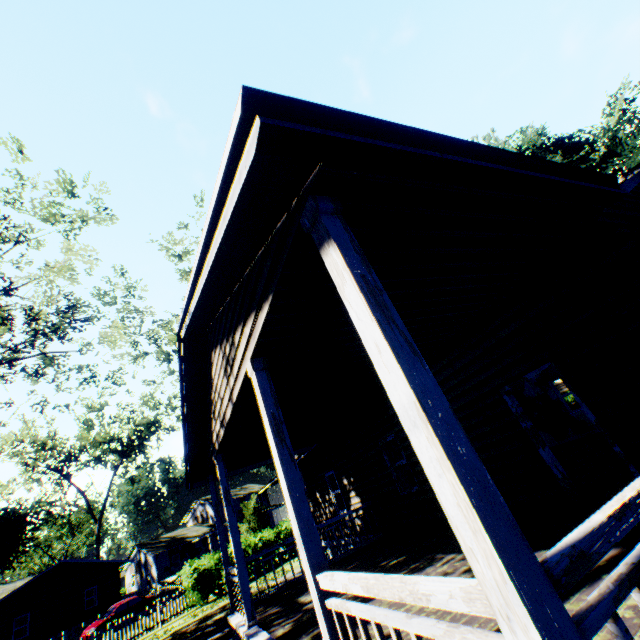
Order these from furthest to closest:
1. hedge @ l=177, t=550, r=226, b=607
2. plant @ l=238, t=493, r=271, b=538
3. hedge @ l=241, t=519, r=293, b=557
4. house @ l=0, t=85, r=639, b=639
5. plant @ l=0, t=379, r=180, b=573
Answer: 1. plant @ l=0, t=379, r=180, b=573
2. plant @ l=238, t=493, r=271, b=538
3. hedge @ l=241, t=519, r=293, b=557
4. hedge @ l=177, t=550, r=226, b=607
5. house @ l=0, t=85, r=639, b=639

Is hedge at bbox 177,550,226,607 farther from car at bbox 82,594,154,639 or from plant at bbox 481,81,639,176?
car at bbox 82,594,154,639

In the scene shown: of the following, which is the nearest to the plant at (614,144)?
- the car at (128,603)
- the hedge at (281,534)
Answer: the hedge at (281,534)

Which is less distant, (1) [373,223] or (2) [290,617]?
(1) [373,223]

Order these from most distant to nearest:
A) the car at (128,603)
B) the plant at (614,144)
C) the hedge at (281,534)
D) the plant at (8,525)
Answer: the plant at (8,525)
the plant at (614,144)
the car at (128,603)
the hedge at (281,534)

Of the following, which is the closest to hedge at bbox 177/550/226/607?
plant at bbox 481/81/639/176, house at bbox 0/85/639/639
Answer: plant at bbox 481/81/639/176

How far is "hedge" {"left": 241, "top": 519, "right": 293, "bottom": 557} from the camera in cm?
2278
